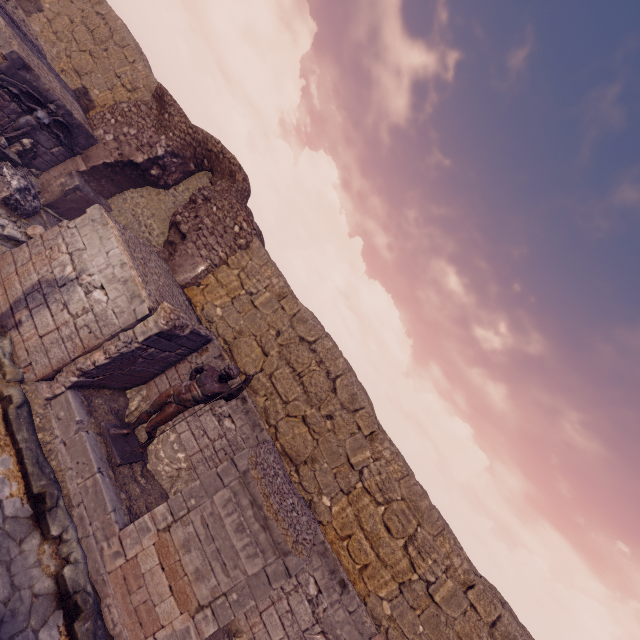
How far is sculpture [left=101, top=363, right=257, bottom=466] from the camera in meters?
5.9 m

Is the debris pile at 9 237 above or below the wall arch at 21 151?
below

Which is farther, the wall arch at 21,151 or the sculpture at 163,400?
the wall arch at 21,151

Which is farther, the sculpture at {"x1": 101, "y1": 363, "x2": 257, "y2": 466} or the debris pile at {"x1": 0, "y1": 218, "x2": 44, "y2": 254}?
the debris pile at {"x1": 0, "y1": 218, "x2": 44, "y2": 254}

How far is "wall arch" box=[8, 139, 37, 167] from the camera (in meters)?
9.17

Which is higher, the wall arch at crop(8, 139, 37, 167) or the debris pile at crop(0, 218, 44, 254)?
the wall arch at crop(8, 139, 37, 167)

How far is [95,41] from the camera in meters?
12.1

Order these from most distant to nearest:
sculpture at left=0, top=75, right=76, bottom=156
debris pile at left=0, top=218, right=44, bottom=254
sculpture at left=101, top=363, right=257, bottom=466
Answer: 1. sculpture at left=0, top=75, right=76, bottom=156
2. debris pile at left=0, top=218, right=44, bottom=254
3. sculpture at left=101, top=363, right=257, bottom=466
